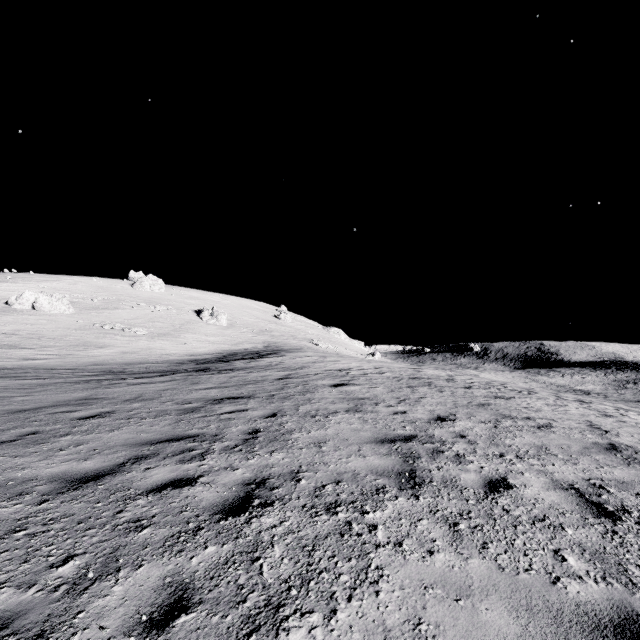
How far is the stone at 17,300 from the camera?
43.1 meters

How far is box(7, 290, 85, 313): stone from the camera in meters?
43.1

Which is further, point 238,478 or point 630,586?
point 238,478
